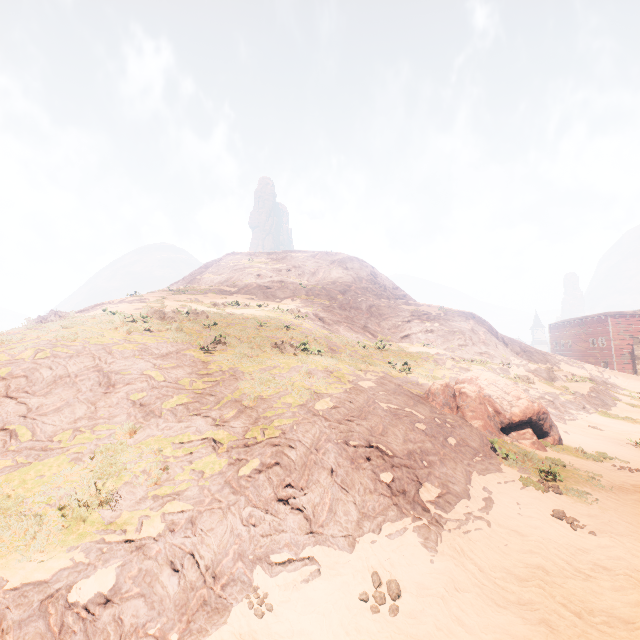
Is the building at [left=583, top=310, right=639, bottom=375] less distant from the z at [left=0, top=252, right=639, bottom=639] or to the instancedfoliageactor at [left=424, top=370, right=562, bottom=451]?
the z at [left=0, top=252, right=639, bottom=639]

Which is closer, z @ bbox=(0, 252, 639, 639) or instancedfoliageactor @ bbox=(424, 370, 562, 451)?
z @ bbox=(0, 252, 639, 639)

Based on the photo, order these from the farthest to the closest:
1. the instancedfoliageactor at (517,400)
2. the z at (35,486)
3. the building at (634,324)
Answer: the building at (634,324) < the instancedfoliageactor at (517,400) < the z at (35,486)

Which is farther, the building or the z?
the building

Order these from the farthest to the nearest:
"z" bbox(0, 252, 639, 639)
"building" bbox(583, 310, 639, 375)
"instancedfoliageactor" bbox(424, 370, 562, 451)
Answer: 1. "building" bbox(583, 310, 639, 375)
2. "instancedfoliageactor" bbox(424, 370, 562, 451)
3. "z" bbox(0, 252, 639, 639)

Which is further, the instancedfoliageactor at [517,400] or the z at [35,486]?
the instancedfoliageactor at [517,400]

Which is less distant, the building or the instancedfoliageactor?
the instancedfoliageactor

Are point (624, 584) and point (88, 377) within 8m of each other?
no
